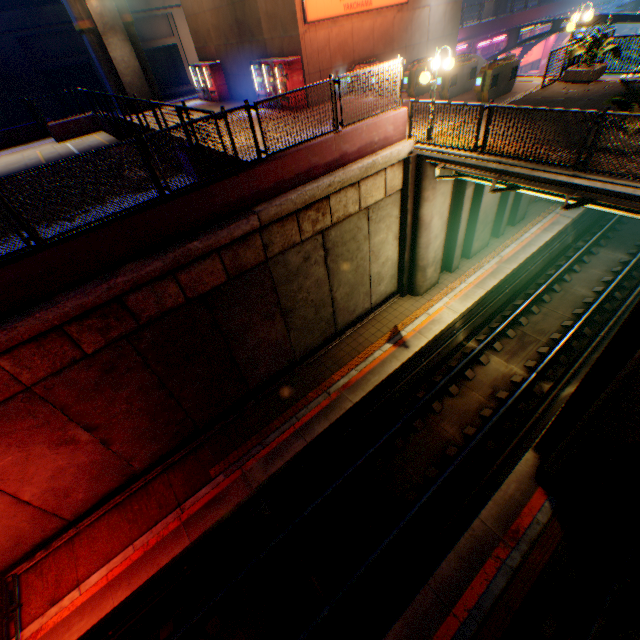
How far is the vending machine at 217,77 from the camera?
20.3 meters

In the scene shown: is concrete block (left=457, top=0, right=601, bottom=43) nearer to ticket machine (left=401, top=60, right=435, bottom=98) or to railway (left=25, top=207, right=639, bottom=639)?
ticket machine (left=401, top=60, right=435, bottom=98)

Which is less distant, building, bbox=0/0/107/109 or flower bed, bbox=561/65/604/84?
flower bed, bbox=561/65/604/84

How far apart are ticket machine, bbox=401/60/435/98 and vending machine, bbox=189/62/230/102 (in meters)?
12.82

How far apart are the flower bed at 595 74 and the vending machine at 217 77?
18.7 meters

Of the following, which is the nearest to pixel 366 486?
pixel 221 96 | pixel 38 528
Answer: pixel 38 528

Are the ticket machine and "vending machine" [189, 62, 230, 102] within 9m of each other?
no

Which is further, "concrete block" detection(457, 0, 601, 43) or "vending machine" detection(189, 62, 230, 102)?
"concrete block" detection(457, 0, 601, 43)
